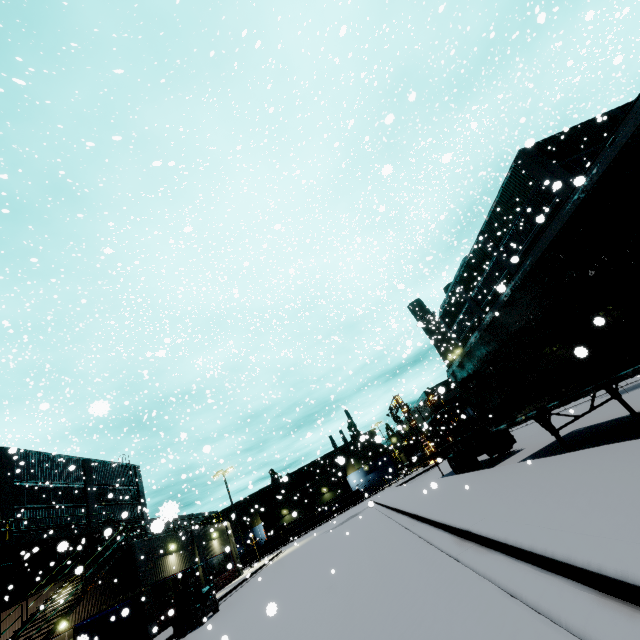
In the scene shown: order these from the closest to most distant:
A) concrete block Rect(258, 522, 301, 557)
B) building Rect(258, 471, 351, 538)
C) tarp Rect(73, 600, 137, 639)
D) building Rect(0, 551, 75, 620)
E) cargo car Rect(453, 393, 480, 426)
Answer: tarp Rect(73, 600, 137, 639), building Rect(0, 551, 75, 620), cargo car Rect(453, 393, 480, 426), concrete block Rect(258, 522, 301, 557), building Rect(258, 471, 351, 538)

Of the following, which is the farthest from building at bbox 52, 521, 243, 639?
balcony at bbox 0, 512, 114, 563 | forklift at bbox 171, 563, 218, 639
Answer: forklift at bbox 171, 563, 218, 639

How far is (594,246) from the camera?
5.36m

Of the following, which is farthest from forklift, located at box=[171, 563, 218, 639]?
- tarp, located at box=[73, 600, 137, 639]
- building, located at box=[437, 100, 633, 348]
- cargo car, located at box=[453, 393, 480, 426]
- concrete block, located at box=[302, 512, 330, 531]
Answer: concrete block, located at box=[302, 512, 330, 531]

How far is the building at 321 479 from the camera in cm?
5609

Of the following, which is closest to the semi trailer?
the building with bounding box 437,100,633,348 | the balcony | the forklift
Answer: the building with bounding box 437,100,633,348

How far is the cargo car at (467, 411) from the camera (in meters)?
35.75

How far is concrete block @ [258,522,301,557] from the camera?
52.2m
